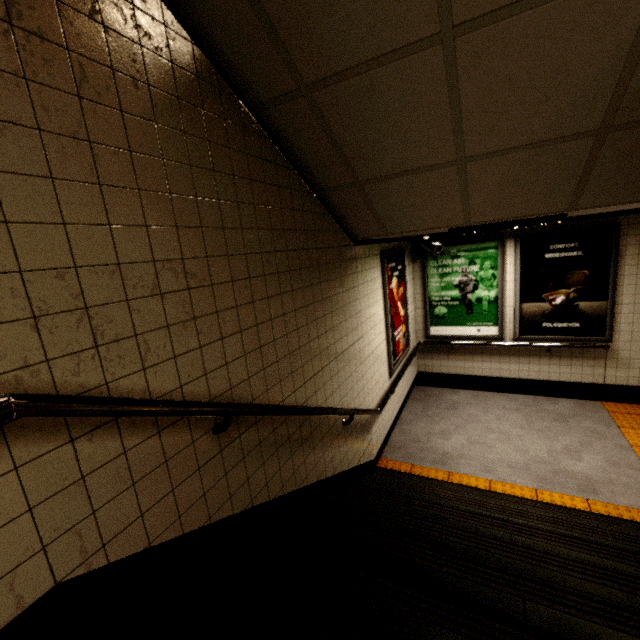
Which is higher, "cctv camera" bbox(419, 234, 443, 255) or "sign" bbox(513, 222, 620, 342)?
"cctv camera" bbox(419, 234, 443, 255)

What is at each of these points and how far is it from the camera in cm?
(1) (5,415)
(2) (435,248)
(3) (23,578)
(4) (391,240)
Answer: (1) building, 84
(2) cctv camera, 525
(3) building, 97
(4) building, 476

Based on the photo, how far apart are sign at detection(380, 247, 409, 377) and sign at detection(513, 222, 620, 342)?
1.7m

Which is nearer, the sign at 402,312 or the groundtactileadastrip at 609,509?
the groundtactileadastrip at 609,509

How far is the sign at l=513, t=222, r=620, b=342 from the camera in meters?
4.8

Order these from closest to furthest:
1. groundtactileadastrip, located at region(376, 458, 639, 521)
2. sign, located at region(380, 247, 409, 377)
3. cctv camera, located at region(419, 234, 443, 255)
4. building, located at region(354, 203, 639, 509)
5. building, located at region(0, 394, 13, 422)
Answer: building, located at region(0, 394, 13, 422)
groundtactileadastrip, located at region(376, 458, 639, 521)
building, located at region(354, 203, 639, 509)
sign, located at region(380, 247, 409, 377)
cctv camera, located at region(419, 234, 443, 255)

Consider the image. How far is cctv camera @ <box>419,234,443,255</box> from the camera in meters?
5.3 m

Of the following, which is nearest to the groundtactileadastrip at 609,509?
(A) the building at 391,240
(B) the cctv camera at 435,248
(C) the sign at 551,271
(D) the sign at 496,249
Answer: (A) the building at 391,240
